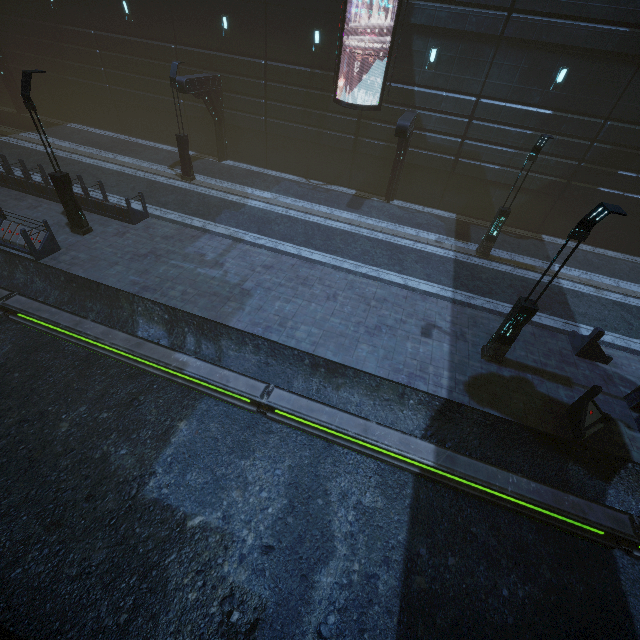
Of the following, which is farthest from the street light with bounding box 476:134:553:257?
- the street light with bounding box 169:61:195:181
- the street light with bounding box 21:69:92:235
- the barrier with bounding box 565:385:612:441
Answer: the street light with bounding box 21:69:92:235

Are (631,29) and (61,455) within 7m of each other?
no

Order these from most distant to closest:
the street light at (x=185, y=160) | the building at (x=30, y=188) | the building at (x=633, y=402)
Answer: the street light at (x=185, y=160), the building at (x=30, y=188), the building at (x=633, y=402)

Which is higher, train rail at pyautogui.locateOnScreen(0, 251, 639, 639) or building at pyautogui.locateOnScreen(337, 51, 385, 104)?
building at pyautogui.locateOnScreen(337, 51, 385, 104)

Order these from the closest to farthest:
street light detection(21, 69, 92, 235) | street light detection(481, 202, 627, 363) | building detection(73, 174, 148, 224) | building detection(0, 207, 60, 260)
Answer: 1. street light detection(481, 202, 627, 363)
2. street light detection(21, 69, 92, 235)
3. building detection(0, 207, 60, 260)
4. building detection(73, 174, 148, 224)

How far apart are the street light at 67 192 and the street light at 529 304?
16.7 meters

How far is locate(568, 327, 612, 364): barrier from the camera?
11.0 meters

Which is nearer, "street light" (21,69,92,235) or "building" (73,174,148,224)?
Answer: "street light" (21,69,92,235)
